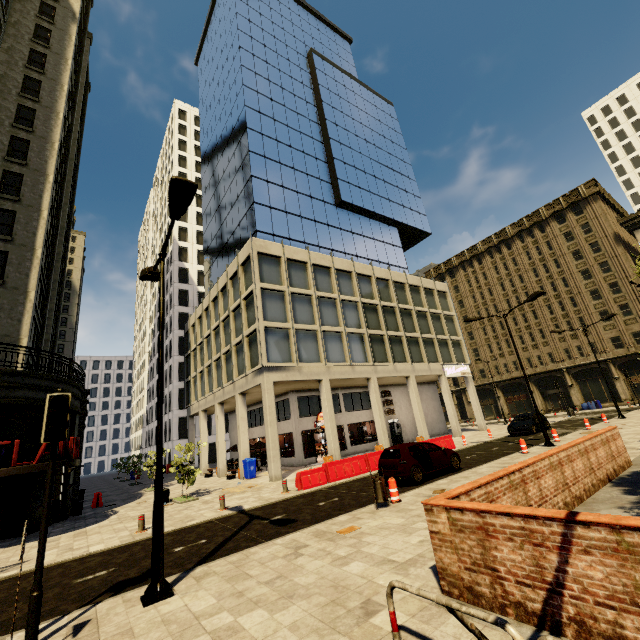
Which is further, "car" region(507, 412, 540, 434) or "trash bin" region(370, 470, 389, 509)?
"car" region(507, 412, 540, 434)

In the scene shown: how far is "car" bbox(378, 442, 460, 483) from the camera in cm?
1265

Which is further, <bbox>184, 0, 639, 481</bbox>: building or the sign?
the sign

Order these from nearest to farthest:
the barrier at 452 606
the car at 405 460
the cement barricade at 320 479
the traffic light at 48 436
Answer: the barrier at 452 606
the traffic light at 48 436
the car at 405 460
the cement barricade at 320 479

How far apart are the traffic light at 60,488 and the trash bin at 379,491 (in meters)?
7.68

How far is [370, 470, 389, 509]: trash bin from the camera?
9.9 meters

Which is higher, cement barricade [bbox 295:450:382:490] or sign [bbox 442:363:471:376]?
sign [bbox 442:363:471:376]

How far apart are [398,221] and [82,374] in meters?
35.3 m
